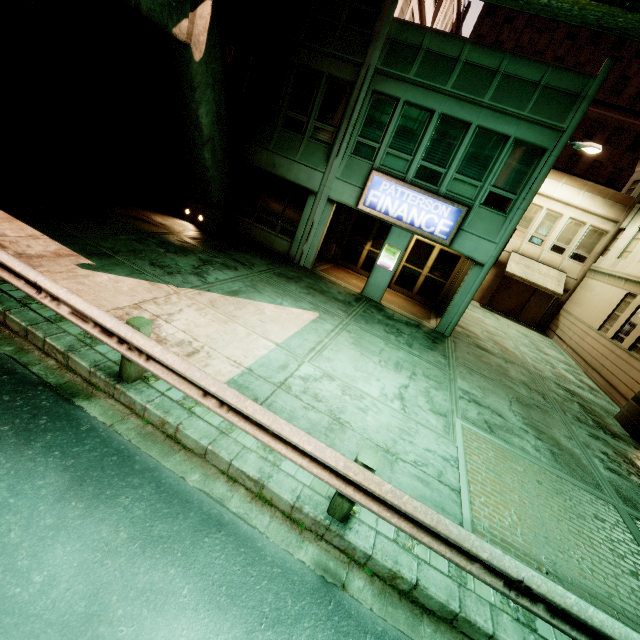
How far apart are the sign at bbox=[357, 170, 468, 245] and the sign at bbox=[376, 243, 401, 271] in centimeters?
99cm

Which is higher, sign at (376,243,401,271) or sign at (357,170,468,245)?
sign at (357,170,468,245)

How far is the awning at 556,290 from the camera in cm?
1966

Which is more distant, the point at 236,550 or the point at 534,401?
the point at 534,401

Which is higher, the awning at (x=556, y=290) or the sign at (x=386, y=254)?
the awning at (x=556, y=290)

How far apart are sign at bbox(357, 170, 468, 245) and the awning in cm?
1146

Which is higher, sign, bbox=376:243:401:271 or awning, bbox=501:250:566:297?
awning, bbox=501:250:566:297

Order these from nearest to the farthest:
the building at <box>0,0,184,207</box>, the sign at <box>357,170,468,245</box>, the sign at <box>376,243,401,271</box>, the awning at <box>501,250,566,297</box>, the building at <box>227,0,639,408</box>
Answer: the building at <box>0,0,184,207</box> → the building at <box>227,0,639,408</box> → the sign at <box>357,170,468,245</box> → the sign at <box>376,243,401,271</box> → the awning at <box>501,250,566,297</box>
